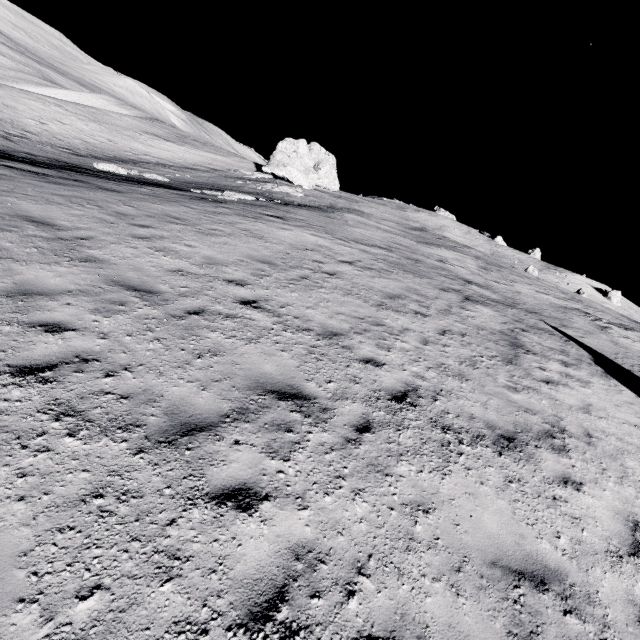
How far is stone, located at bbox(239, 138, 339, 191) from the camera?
40.69m

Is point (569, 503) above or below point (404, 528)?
above

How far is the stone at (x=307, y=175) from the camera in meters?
40.7
